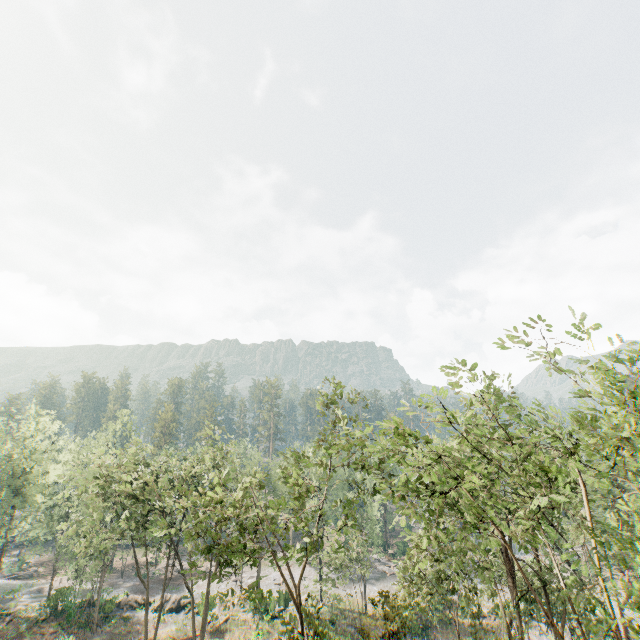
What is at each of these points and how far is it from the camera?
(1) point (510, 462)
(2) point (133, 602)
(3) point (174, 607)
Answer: (1) foliage, 19.5 meters
(2) rock, 39.8 meters
(3) rock, 39.2 meters

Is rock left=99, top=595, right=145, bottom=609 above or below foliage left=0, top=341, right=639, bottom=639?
below

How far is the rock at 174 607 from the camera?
38.9 meters

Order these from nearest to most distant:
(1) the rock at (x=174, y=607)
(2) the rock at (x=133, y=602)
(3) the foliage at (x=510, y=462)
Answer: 1. (3) the foliage at (x=510, y=462)
2. (2) the rock at (x=133, y=602)
3. (1) the rock at (x=174, y=607)

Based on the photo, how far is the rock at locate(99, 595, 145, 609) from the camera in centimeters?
3731cm

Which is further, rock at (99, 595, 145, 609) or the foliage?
rock at (99, 595, 145, 609)
